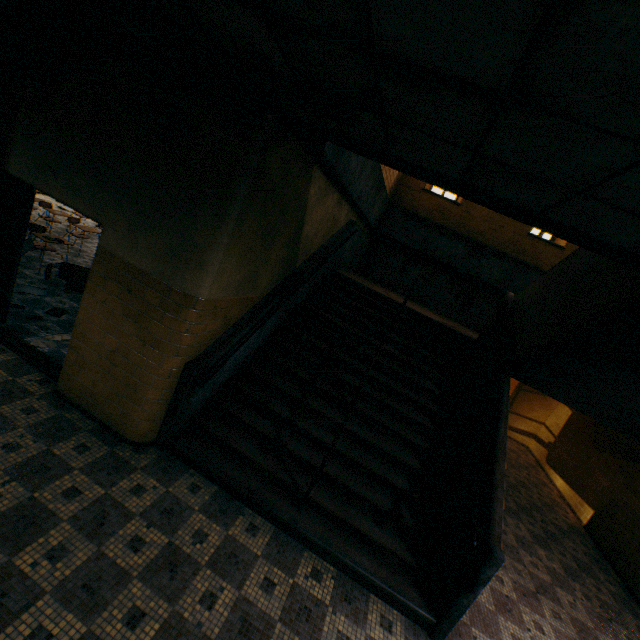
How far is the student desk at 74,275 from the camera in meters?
6.4

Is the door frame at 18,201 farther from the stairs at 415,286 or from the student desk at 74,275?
the student desk at 74,275

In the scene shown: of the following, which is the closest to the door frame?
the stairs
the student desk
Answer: the stairs

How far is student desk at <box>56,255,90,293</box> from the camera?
6.4 meters

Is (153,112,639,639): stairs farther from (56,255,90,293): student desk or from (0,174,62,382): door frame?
(56,255,90,293): student desk

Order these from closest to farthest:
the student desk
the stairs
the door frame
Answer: the stairs < the door frame < the student desk

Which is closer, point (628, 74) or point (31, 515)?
point (628, 74)
